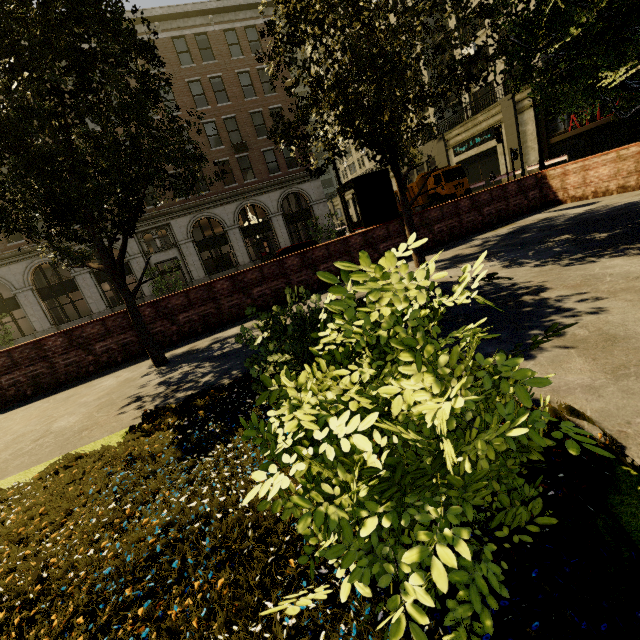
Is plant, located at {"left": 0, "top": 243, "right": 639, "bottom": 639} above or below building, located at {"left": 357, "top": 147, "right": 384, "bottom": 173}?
below

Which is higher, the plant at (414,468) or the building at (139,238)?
the building at (139,238)

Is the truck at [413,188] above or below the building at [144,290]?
above

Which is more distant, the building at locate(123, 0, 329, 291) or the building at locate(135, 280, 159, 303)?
the building at locate(135, 280, 159, 303)

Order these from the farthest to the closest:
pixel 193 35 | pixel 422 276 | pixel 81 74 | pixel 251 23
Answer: pixel 251 23
pixel 193 35
pixel 81 74
pixel 422 276

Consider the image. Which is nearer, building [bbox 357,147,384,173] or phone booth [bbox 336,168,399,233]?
phone booth [bbox 336,168,399,233]

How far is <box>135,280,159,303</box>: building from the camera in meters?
26.2 m

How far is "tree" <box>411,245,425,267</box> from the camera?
7.97m
